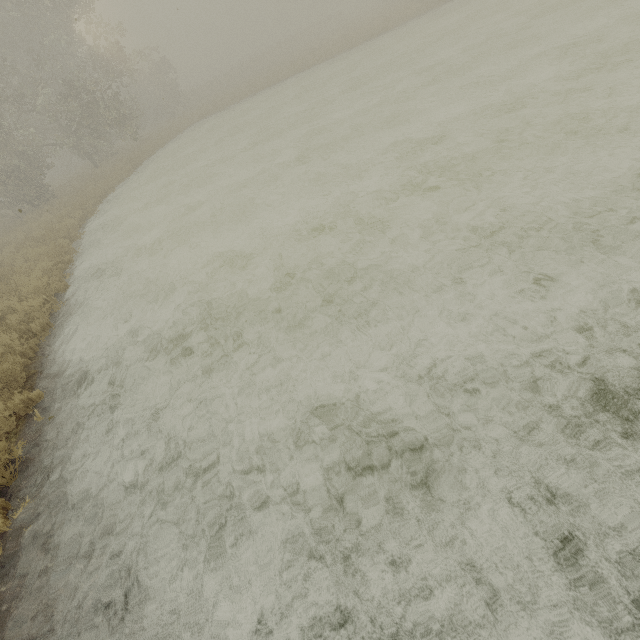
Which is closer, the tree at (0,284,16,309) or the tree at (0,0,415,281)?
the tree at (0,284,16,309)

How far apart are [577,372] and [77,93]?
27.9 meters

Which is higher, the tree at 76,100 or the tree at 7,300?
the tree at 76,100

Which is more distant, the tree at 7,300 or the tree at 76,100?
the tree at 76,100

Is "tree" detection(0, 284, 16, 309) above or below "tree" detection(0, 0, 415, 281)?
below
